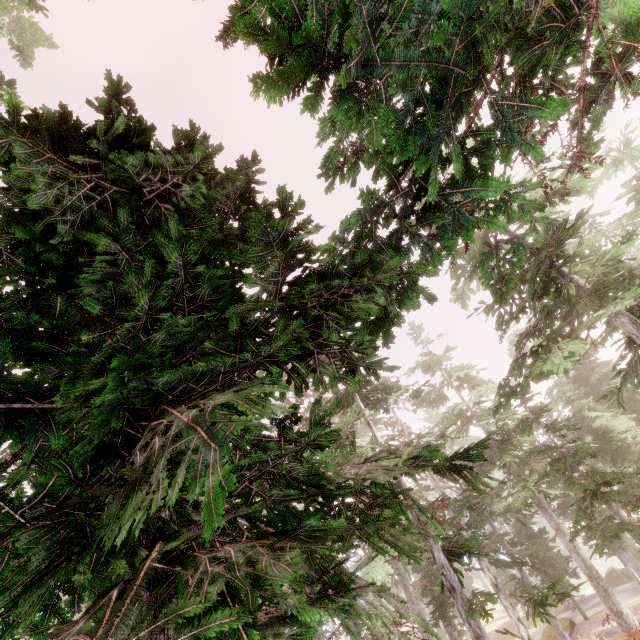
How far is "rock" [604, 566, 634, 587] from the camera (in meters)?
30.30

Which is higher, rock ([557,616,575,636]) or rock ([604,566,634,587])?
rock ([557,616,575,636])

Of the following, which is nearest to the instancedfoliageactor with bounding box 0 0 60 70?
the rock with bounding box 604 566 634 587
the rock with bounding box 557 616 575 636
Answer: the rock with bounding box 604 566 634 587

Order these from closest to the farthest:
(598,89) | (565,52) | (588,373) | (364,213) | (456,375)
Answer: (364,213)
(565,52)
(598,89)
(456,375)
(588,373)

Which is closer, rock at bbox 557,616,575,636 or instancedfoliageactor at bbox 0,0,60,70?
instancedfoliageactor at bbox 0,0,60,70

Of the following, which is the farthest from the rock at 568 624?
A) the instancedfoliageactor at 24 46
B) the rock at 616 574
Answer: the rock at 616 574

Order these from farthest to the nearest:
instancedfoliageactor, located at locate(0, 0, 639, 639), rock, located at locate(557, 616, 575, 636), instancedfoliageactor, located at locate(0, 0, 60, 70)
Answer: rock, located at locate(557, 616, 575, 636) → instancedfoliageactor, located at locate(0, 0, 60, 70) → instancedfoliageactor, located at locate(0, 0, 639, 639)

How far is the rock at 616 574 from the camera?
30.3m
